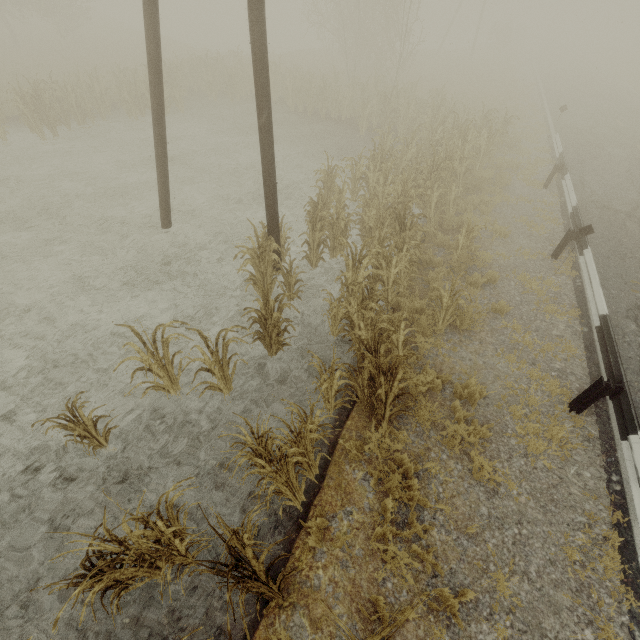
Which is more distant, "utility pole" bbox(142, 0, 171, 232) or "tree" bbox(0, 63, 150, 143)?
"tree" bbox(0, 63, 150, 143)

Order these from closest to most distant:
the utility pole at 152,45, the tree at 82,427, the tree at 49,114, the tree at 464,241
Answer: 1. the tree at 82,427
2. the utility pole at 152,45
3. the tree at 464,241
4. the tree at 49,114

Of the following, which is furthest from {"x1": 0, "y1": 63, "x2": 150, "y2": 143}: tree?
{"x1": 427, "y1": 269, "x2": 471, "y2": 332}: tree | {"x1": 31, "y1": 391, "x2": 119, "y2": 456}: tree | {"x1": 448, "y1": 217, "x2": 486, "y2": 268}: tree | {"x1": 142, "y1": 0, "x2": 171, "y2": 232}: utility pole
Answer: {"x1": 427, "y1": 269, "x2": 471, "y2": 332}: tree

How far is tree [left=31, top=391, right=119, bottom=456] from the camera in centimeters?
417cm

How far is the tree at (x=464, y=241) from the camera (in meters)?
7.42

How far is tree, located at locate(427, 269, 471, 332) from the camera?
5.8 meters

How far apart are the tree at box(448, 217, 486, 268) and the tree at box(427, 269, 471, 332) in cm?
199

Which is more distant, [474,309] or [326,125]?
[326,125]
